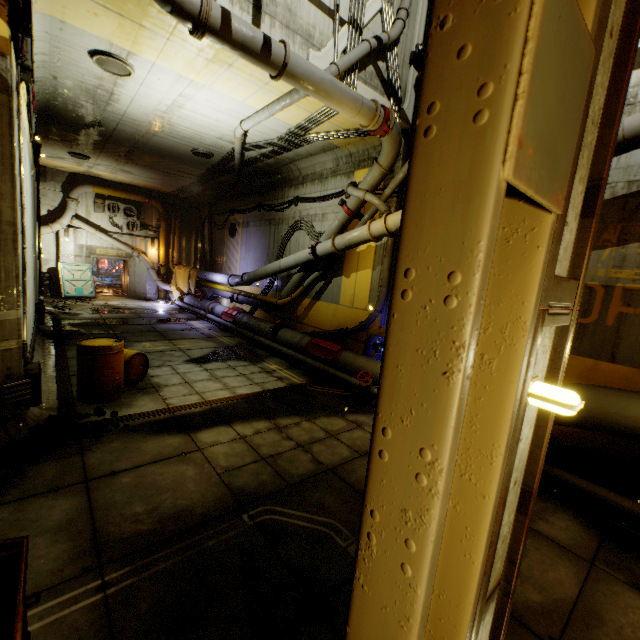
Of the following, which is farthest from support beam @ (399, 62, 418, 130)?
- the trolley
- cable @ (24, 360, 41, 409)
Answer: the trolley

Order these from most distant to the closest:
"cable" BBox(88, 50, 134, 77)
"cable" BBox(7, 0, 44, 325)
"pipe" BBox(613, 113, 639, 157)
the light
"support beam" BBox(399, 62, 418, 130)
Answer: "support beam" BBox(399, 62, 418, 130) → "cable" BBox(88, 50, 134, 77) → "pipe" BBox(613, 113, 639, 157) → "cable" BBox(7, 0, 44, 325) → the light

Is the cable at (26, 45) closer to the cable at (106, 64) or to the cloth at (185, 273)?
the cable at (106, 64)

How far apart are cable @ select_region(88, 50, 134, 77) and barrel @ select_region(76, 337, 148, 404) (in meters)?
5.93

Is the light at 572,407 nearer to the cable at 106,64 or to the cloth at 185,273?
the cable at 106,64

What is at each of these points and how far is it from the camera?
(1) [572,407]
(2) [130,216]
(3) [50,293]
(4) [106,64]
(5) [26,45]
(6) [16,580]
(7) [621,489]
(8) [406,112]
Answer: (1) light, 1.3 meters
(2) air conditioner, 20.1 meters
(3) rock, 18.4 meters
(4) cable, 7.1 meters
(5) cable, 4.6 meters
(6) trolley, 1.8 meters
(7) cable, 5.2 meters
(8) support beam, 8.8 meters

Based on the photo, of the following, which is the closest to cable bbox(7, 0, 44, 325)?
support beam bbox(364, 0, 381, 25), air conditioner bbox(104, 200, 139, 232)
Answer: air conditioner bbox(104, 200, 139, 232)

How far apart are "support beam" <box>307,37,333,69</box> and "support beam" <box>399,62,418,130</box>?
1.90m
